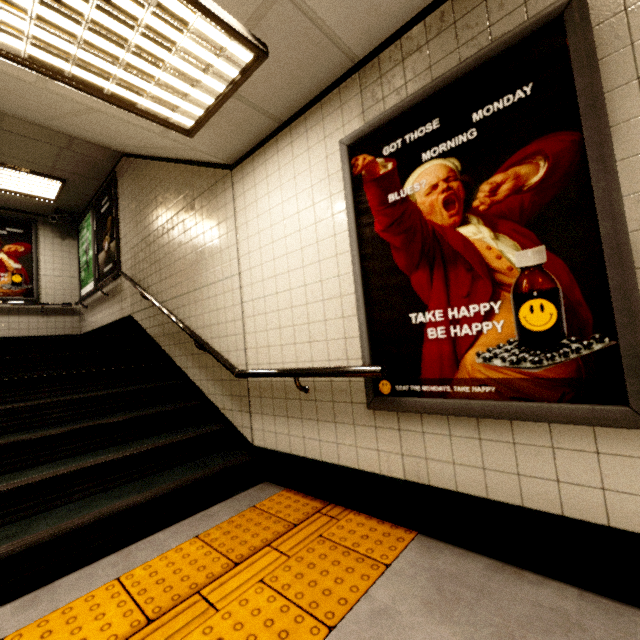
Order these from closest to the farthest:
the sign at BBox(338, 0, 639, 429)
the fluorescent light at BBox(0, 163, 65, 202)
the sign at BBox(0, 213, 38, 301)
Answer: the sign at BBox(338, 0, 639, 429) → the fluorescent light at BBox(0, 163, 65, 202) → the sign at BBox(0, 213, 38, 301)

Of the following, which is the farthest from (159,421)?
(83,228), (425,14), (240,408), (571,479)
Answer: (83,228)

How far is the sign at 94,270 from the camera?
5.4m

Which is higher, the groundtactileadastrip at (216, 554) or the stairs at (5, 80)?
the stairs at (5, 80)

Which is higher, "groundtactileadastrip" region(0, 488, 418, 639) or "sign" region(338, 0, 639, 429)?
"sign" region(338, 0, 639, 429)

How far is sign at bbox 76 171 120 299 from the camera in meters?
5.4

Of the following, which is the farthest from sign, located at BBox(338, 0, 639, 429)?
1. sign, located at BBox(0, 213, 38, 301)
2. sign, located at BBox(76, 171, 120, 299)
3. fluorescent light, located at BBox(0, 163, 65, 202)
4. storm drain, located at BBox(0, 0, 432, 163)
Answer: sign, located at BBox(0, 213, 38, 301)

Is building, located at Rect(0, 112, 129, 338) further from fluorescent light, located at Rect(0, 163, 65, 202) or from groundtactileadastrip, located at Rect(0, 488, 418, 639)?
groundtactileadastrip, located at Rect(0, 488, 418, 639)
